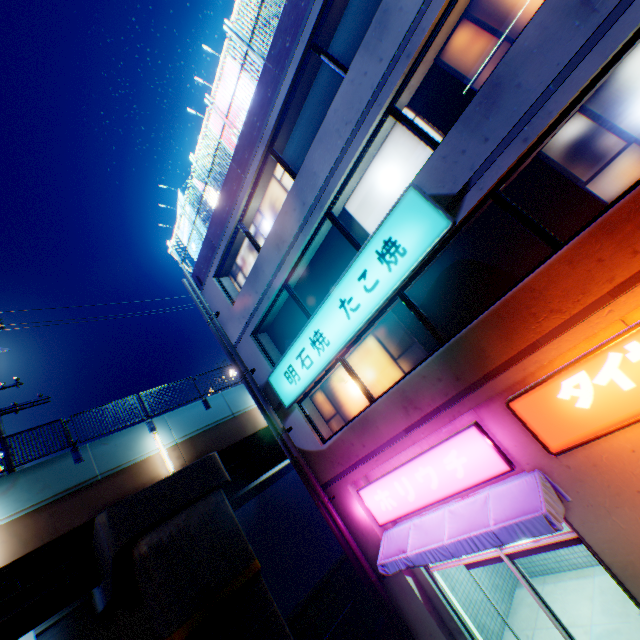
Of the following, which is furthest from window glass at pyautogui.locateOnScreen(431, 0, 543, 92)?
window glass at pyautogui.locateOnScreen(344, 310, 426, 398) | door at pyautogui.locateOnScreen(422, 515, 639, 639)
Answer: door at pyautogui.locateOnScreen(422, 515, 639, 639)

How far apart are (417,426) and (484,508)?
2.1 meters

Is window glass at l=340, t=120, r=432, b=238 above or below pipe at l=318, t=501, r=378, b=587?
above

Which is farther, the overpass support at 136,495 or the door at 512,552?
the overpass support at 136,495

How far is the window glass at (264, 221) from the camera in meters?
10.2

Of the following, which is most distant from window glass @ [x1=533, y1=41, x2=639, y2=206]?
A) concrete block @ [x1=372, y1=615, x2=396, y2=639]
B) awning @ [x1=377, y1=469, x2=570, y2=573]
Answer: concrete block @ [x1=372, y1=615, x2=396, y2=639]

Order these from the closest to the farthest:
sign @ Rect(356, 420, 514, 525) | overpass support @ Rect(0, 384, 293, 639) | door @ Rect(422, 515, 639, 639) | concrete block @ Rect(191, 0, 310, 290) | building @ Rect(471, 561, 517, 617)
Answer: door @ Rect(422, 515, 639, 639), sign @ Rect(356, 420, 514, 525), concrete block @ Rect(191, 0, 310, 290), building @ Rect(471, 561, 517, 617), overpass support @ Rect(0, 384, 293, 639)

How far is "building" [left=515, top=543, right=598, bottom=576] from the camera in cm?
888
